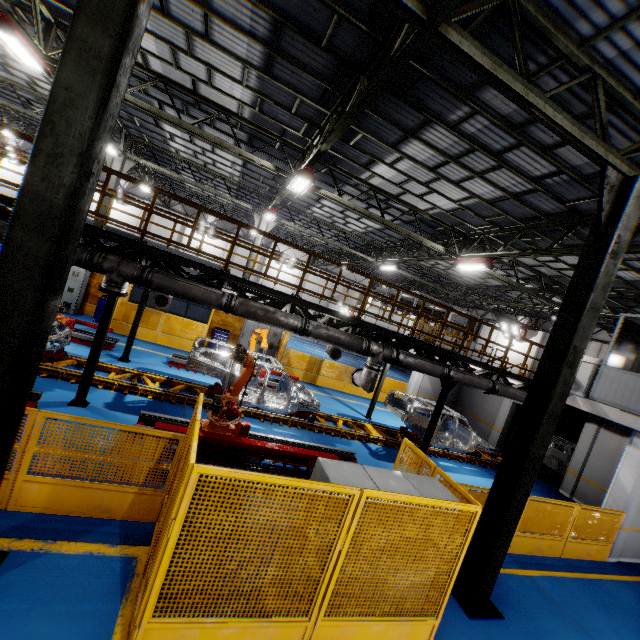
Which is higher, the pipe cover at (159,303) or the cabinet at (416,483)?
the pipe cover at (159,303)

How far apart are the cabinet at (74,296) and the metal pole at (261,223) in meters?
6.7 m

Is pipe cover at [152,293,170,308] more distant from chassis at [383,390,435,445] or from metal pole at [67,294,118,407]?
metal pole at [67,294,118,407]

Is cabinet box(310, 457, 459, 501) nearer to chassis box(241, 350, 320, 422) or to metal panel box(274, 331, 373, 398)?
metal panel box(274, 331, 373, 398)

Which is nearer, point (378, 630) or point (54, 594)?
point (54, 594)

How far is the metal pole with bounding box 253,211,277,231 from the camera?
18.3 meters

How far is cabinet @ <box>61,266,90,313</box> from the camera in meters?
14.6 m

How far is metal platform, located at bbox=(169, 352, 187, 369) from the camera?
12.5m
